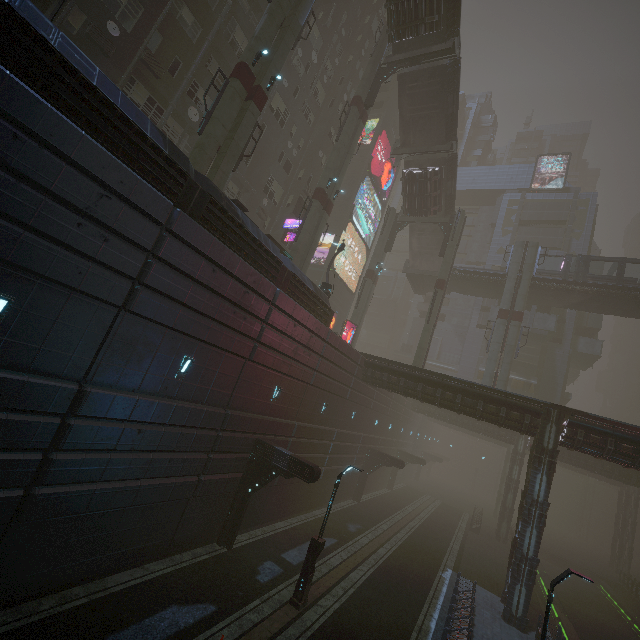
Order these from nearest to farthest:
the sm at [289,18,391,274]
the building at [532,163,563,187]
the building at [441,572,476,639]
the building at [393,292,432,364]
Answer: the building at [441,572,476,639], the sm at [289,18,391,274], the building at [393,292,432,364], the building at [532,163,563,187]

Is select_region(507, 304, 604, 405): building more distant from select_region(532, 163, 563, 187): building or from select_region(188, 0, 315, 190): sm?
select_region(532, 163, 563, 187): building

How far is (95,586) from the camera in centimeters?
1012cm

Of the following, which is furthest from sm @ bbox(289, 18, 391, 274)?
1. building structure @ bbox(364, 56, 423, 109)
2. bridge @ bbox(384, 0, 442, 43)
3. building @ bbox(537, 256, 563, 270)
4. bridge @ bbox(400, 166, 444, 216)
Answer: building @ bbox(537, 256, 563, 270)

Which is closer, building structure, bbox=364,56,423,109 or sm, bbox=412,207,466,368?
building structure, bbox=364,56,423,109

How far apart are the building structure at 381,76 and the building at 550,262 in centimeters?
2857cm

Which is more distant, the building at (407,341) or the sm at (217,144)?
the building at (407,341)

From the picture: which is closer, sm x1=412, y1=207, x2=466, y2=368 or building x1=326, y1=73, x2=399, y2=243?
sm x1=412, y1=207, x2=466, y2=368
